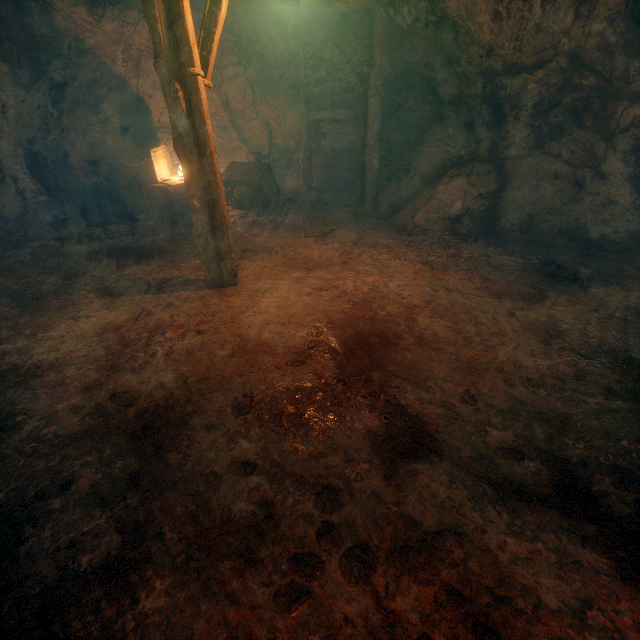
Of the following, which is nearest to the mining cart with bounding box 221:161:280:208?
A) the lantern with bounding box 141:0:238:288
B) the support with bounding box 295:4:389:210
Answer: the support with bounding box 295:4:389:210

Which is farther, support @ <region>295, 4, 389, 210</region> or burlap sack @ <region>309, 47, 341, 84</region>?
burlap sack @ <region>309, 47, 341, 84</region>

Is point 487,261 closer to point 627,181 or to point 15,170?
point 627,181

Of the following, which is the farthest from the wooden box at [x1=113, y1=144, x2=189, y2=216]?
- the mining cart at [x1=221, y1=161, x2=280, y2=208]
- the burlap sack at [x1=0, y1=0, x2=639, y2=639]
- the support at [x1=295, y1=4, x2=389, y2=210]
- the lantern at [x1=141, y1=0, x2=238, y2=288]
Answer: the lantern at [x1=141, y1=0, x2=238, y2=288]

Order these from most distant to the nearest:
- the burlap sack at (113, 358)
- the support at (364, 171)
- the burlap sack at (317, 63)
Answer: the burlap sack at (317, 63) → the support at (364, 171) → the burlap sack at (113, 358)

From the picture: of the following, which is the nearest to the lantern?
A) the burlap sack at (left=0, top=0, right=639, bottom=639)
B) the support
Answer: the burlap sack at (left=0, top=0, right=639, bottom=639)

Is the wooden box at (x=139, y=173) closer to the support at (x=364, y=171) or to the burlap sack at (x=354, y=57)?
the burlap sack at (x=354, y=57)

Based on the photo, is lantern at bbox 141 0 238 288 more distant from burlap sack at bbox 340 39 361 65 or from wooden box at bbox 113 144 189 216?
wooden box at bbox 113 144 189 216
